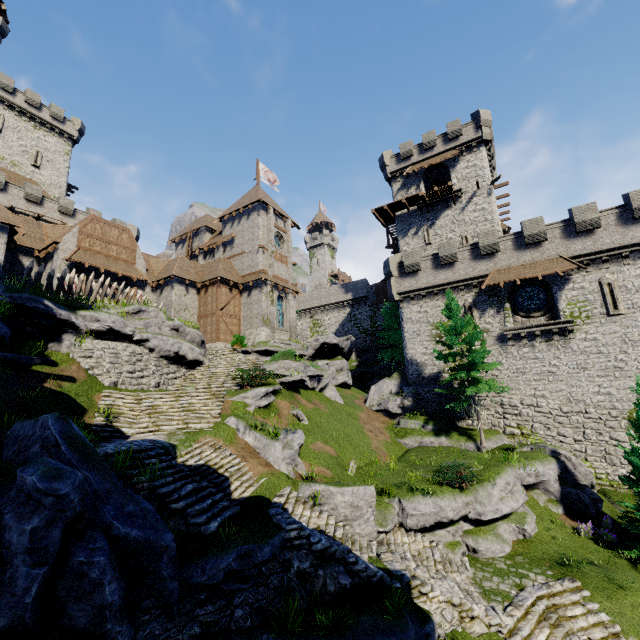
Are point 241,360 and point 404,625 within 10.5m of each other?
no

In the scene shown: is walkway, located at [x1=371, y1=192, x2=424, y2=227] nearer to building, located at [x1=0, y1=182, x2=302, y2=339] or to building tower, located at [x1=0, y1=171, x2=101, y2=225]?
building, located at [x1=0, y1=182, x2=302, y2=339]

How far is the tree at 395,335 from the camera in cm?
3472

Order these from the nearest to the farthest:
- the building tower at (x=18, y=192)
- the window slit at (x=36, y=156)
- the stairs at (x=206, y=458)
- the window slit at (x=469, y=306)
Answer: the stairs at (x=206, y=458)
the window slit at (x=469, y=306)
the building tower at (x=18, y=192)
the window slit at (x=36, y=156)

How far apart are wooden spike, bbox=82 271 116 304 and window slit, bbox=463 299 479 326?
25.2m

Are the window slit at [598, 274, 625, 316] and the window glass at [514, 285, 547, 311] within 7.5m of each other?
yes

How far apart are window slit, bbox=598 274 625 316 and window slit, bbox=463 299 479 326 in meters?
7.4 m

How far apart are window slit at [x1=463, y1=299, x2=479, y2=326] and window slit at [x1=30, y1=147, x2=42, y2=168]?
51.85m
